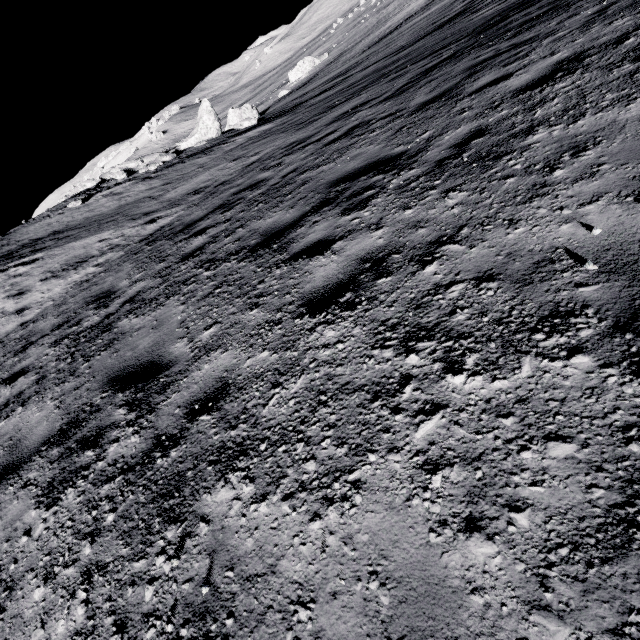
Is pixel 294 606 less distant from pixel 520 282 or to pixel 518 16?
pixel 520 282

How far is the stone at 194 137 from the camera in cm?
1864

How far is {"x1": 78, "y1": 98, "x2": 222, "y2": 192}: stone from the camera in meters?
18.6
